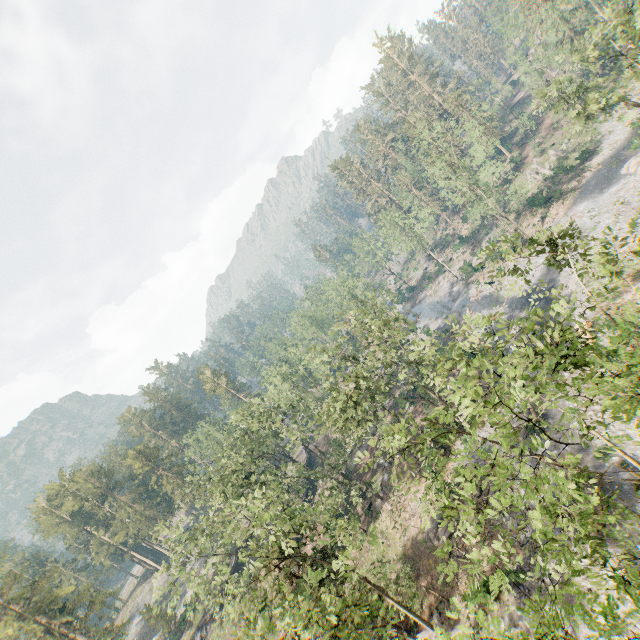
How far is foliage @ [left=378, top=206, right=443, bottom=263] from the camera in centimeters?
5459cm

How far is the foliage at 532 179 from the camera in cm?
4752

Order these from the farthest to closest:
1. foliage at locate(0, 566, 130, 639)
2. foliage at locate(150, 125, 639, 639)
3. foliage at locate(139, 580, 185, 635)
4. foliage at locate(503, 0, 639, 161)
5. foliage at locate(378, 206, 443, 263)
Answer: foliage at locate(378, 206, 443, 263) → foliage at locate(0, 566, 130, 639) → foliage at locate(139, 580, 185, 635) → foliage at locate(503, 0, 639, 161) → foliage at locate(150, 125, 639, 639)

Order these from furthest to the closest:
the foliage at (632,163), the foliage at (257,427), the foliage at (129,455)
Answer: the foliage at (129,455)
the foliage at (632,163)
the foliage at (257,427)

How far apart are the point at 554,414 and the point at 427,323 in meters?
32.7

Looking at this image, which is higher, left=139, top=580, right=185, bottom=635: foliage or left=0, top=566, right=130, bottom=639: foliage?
left=0, top=566, right=130, bottom=639: foliage

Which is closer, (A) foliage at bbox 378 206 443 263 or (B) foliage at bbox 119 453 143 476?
(A) foliage at bbox 378 206 443 263
